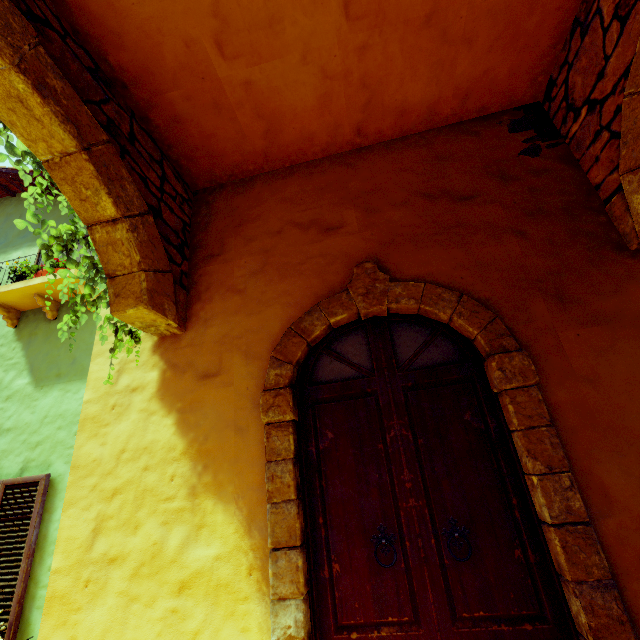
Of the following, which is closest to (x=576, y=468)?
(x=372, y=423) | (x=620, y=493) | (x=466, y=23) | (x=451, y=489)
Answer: (x=620, y=493)

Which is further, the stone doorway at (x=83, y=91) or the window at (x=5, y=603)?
the window at (x=5, y=603)

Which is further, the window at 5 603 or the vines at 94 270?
the window at 5 603

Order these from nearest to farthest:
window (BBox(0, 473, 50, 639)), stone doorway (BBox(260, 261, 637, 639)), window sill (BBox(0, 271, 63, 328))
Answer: stone doorway (BBox(260, 261, 637, 639)) < window (BBox(0, 473, 50, 639)) < window sill (BBox(0, 271, 63, 328))

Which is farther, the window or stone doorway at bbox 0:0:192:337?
the window

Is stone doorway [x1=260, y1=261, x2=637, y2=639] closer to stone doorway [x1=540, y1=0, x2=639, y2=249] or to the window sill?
stone doorway [x1=540, y1=0, x2=639, y2=249]

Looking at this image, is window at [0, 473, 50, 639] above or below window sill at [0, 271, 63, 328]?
below

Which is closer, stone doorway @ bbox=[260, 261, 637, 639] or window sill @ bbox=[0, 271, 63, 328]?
stone doorway @ bbox=[260, 261, 637, 639]
